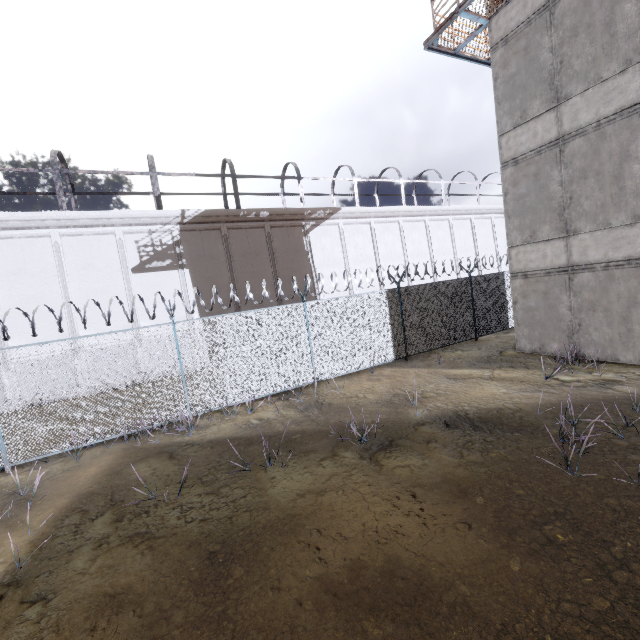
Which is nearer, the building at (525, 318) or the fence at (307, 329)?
the building at (525, 318)

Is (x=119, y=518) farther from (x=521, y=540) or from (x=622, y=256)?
(x=622, y=256)

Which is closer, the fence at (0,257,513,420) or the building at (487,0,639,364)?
the building at (487,0,639,364)
